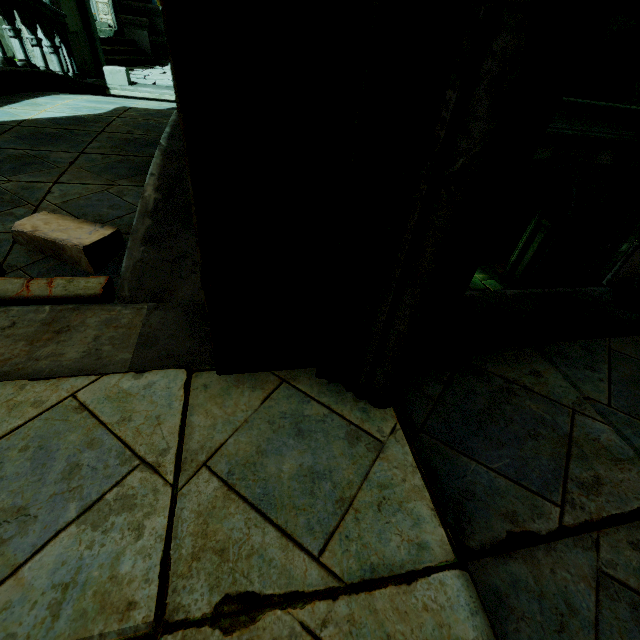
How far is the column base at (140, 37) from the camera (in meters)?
10.79

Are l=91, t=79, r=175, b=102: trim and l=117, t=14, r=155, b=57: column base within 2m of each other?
no

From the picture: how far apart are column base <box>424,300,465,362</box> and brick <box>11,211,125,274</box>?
2.3 meters

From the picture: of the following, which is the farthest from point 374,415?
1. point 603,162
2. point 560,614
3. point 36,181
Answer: point 603,162

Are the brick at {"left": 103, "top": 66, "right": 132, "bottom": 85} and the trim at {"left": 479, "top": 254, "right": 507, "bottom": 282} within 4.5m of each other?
no

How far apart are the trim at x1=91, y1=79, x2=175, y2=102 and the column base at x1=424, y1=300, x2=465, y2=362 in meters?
9.3

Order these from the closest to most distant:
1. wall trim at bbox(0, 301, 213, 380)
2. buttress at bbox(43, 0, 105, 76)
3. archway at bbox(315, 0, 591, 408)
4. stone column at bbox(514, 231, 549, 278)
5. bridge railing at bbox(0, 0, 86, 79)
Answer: archway at bbox(315, 0, 591, 408) → wall trim at bbox(0, 301, 213, 380) → bridge railing at bbox(0, 0, 86, 79) → buttress at bbox(43, 0, 105, 76) → stone column at bbox(514, 231, 549, 278)

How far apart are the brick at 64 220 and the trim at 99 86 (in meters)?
7.44
